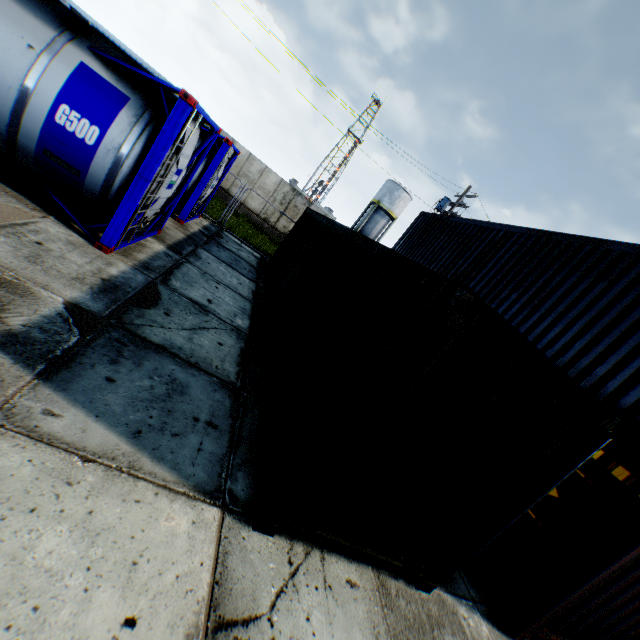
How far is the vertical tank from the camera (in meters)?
39.38

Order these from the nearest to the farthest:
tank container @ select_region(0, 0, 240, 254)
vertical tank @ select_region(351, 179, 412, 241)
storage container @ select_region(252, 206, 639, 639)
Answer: storage container @ select_region(252, 206, 639, 639) < tank container @ select_region(0, 0, 240, 254) < vertical tank @ select_region(351, 179, 412, 241)

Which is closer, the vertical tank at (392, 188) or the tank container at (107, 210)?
the tank container at (107, 210)

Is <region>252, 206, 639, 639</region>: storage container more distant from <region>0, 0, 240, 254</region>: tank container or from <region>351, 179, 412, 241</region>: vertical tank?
<region>351, 179, 412, 241</region>: vertical tank

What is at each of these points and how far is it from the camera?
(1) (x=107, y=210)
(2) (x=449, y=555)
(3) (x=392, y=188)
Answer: (1) tank container, 5.6 meters
(2) storage container, 3.8 meters
(3) vertical tank, 39.3 meters

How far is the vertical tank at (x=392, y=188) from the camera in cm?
3938
